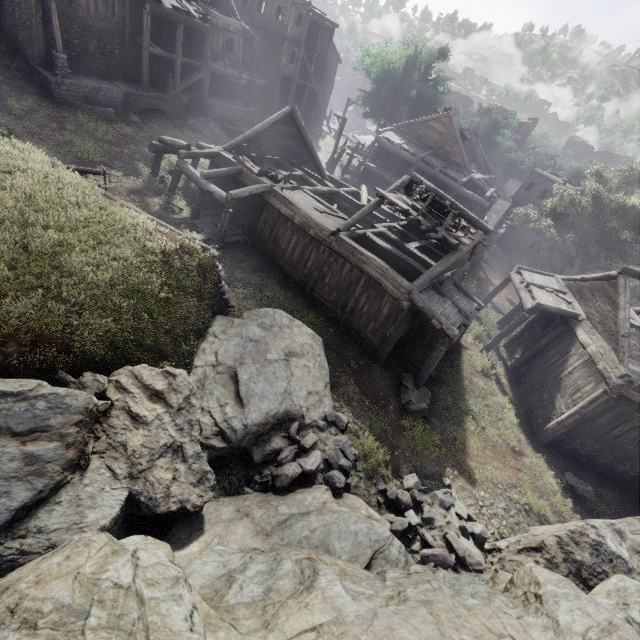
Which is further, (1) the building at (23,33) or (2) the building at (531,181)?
(2) the building at (531,181)

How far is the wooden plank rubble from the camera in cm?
1410

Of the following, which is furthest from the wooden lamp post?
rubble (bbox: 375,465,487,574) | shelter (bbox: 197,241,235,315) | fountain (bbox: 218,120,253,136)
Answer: rubble (bbox: 375,465,487,574)

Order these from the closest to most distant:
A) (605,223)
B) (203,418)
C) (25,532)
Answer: (25,532), (203,418), (605,223)

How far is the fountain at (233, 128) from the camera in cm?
2717

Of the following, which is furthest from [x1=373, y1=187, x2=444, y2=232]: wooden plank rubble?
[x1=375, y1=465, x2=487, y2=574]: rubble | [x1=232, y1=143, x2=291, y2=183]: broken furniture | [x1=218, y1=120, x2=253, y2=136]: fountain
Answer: [x1=218, y1=120, x2=253, y2=136]: fountain

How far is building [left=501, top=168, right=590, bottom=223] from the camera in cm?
2949

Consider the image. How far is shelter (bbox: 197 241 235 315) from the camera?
11.32m
